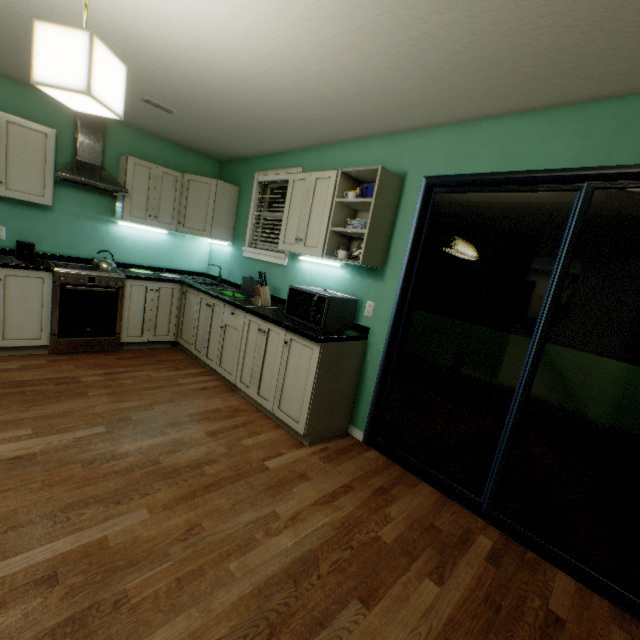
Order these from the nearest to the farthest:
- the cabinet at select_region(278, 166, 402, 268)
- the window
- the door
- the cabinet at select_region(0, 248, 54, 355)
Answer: the door → the cabinet at select_region(278, 166, 402, 268) → the cabinet at select_region(0, 248, 54, 355) → the window

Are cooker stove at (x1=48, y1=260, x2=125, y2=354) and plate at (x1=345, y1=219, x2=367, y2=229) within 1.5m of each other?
no

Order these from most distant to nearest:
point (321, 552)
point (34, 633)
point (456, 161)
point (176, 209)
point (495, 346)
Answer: point (495, 346), point (176, 209), point (456, 161), point (321, 552), point (34, 633)

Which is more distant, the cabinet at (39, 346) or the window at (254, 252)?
the window at (254, 252)

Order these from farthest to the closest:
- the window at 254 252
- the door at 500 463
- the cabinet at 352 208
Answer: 1. the window at 254 252
2. the cabinet at 352 208
3. the door at 500 463

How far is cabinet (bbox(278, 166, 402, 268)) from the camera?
2.4m

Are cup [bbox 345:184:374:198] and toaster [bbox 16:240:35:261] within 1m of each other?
no

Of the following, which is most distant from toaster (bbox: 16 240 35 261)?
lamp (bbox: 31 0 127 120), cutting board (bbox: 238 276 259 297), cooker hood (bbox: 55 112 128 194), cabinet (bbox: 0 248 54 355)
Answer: lamp (bbox: 31 0 127 120)
